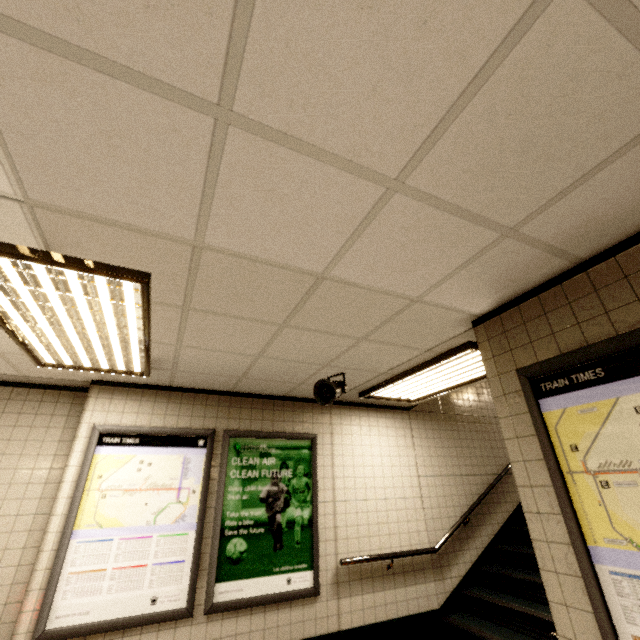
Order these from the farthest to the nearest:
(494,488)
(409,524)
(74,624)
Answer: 1. (494,488)
2. (409,524)
3. (74,624)

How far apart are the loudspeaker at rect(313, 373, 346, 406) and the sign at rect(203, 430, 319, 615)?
1.1m

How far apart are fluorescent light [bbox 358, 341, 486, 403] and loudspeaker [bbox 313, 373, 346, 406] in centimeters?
59cm

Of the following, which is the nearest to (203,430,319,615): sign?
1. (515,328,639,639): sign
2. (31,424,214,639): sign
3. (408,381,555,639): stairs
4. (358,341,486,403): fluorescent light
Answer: (31,424,214,639): sign

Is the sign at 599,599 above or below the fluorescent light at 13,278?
below

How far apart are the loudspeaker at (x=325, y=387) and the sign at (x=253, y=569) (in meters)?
1.06

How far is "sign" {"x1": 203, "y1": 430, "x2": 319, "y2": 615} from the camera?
3.5 meters

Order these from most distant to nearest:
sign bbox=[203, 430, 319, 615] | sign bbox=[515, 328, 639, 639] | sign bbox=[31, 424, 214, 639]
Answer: sign bbox=[203, 430, 319, 615] → sign bbox=[31, 424, 214, 639] → sign bbox=[515, 328, 639, 639]
